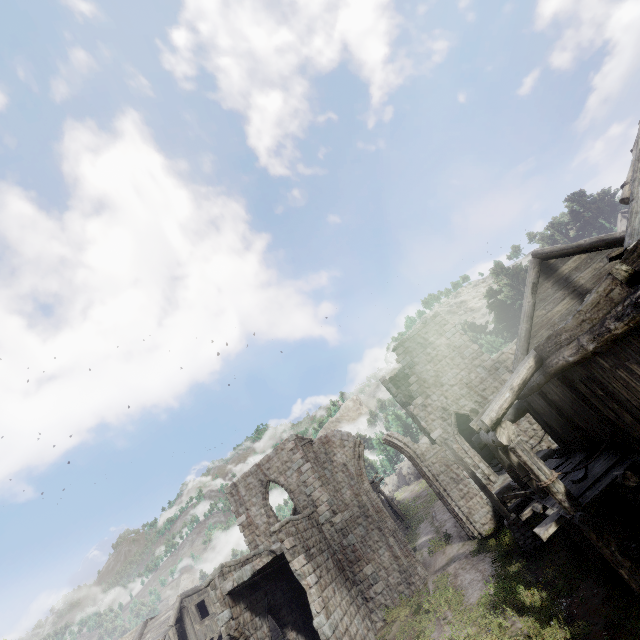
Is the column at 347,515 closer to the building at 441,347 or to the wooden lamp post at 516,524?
the building at 441,347

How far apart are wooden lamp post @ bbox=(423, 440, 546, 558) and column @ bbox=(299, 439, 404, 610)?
6.70m

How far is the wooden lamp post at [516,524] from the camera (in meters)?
12.20

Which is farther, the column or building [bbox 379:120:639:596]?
the column

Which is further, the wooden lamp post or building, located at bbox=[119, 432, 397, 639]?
building, located at bbox=[119, 432, 397, 639]

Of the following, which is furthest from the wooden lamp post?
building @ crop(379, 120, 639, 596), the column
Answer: the column

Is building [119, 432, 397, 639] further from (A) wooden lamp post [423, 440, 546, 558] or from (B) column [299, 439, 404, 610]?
(A) wooden lamp post [423, 440, 546, 558]

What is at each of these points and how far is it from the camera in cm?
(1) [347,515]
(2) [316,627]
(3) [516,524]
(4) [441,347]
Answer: (1) column, 1869
(2) building, 1296
(3) wooden lamp post, 1268
(4) building, 2131
